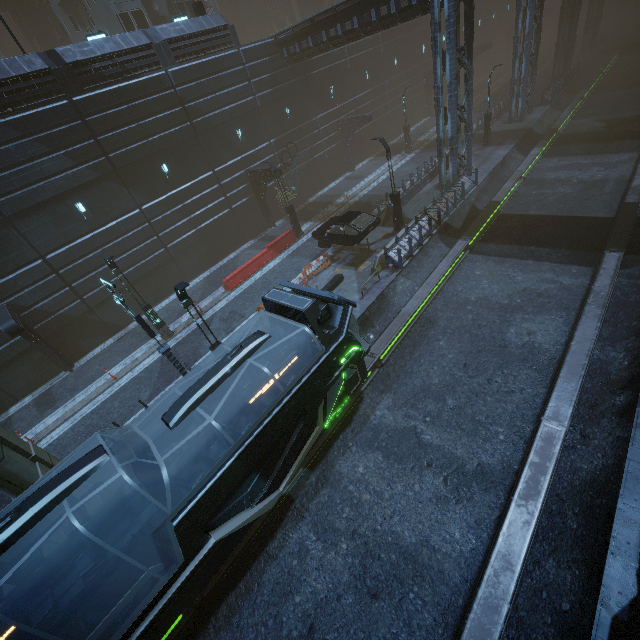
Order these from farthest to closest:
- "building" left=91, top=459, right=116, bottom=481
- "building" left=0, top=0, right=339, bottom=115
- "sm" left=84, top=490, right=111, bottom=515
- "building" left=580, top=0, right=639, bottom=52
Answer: "building" left=580, top=0, right=639, bottom=52 < "building" left=0, top=0, right=339, bottom=115 < "building" left=91, top=459, right=116, bottom=481 < "sm" left=84, top=490, right=111, bottom=515

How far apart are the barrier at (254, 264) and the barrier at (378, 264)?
8.2m

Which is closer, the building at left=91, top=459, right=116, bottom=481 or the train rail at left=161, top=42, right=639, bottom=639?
the train rail at left=161, top=42, right=639, bottom=639

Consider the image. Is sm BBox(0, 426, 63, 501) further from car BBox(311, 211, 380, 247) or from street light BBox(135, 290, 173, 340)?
car BBox(311, 211, 380, 247)

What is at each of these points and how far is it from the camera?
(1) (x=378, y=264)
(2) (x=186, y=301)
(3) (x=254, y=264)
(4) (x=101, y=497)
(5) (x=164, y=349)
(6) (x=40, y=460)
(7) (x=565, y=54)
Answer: (1) barrier, 17.8 meters
(2) street light, 11.4 meters
(3) barrier, 22.2 meters
(4) sm, 10.7 meters
(5) street sign, 11.8 meters
(6) sm, 9.5 meters
(7) building, 35.9 meters

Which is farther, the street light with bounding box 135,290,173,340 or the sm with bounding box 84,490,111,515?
the street light with bounding box 135,290,173,340

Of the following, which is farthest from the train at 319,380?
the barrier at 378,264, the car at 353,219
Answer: the car at 353,219

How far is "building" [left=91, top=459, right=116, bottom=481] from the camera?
12.2 meters
